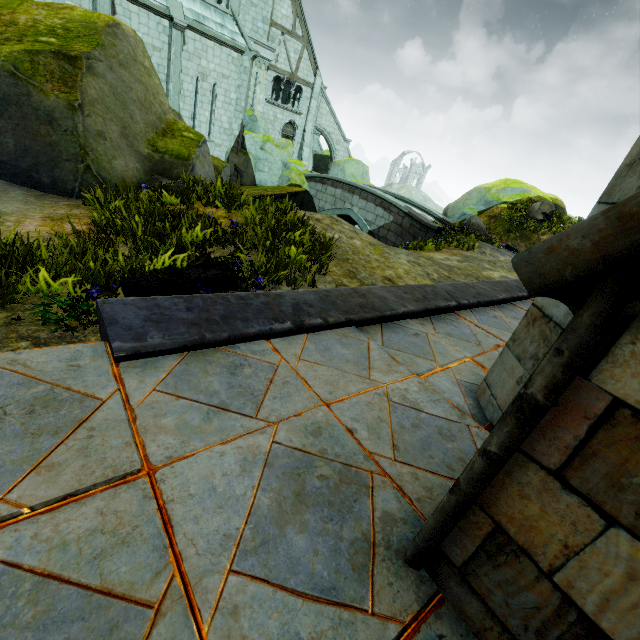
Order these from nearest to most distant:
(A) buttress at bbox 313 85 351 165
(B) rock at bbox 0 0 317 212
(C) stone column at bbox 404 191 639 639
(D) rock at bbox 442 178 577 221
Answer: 1. (C) stone column at bbox 404 191 639 639
2. (B) rock at bbox 0 0 317 212
3. (D) rock at bbox 442 178 577 221
4. (A) buttress at bbox 313 85 351 165

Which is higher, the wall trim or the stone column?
the stone column

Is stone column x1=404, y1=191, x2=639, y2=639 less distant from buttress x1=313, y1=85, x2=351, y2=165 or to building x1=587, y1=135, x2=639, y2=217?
building x1=587, y1=135, x2=639, y2=217

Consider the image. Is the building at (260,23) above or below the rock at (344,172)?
above

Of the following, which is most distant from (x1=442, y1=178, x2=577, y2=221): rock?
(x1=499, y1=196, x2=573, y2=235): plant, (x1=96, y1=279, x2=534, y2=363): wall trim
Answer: (x1=96, y1=279, x2=534, y2=363): wall trim

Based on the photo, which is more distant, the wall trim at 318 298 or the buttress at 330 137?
the buttress at 330 137

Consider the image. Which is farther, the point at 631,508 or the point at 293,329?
the point at 293,329

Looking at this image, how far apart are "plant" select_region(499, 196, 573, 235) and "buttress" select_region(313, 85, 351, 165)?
18.4m
